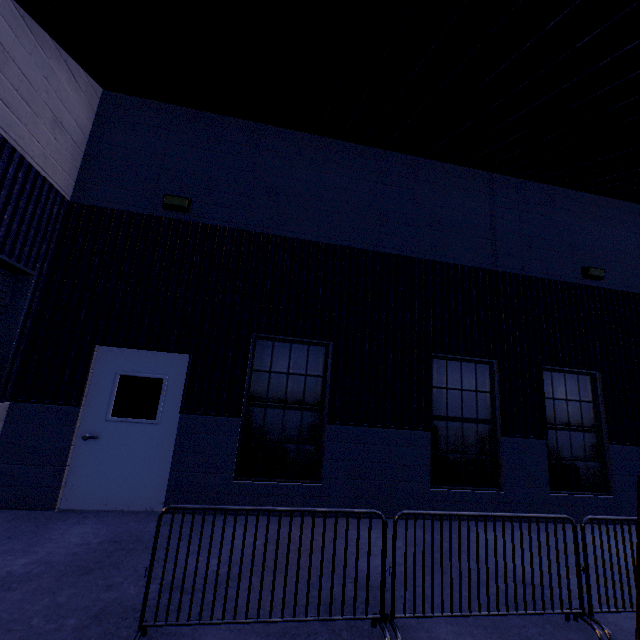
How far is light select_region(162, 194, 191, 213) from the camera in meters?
5.9

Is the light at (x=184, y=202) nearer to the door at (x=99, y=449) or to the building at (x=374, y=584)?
the building at (x=374, y=584)

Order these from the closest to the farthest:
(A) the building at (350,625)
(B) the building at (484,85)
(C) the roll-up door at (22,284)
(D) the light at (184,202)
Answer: (A) the building at (350,625) < (B) the building at (484,85) < (C) the roll-up door at (22,284) < (D) the light at (184,202)

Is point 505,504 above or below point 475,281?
below

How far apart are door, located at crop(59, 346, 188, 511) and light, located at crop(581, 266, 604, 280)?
8.7m

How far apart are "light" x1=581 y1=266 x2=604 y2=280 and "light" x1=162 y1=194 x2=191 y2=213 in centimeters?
874cm

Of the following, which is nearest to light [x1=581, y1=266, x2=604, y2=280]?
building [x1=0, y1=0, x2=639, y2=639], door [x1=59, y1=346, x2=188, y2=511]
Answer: building [x1=0, y1=0, x2=639, y2=639]

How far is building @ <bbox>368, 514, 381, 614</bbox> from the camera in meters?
3.2
